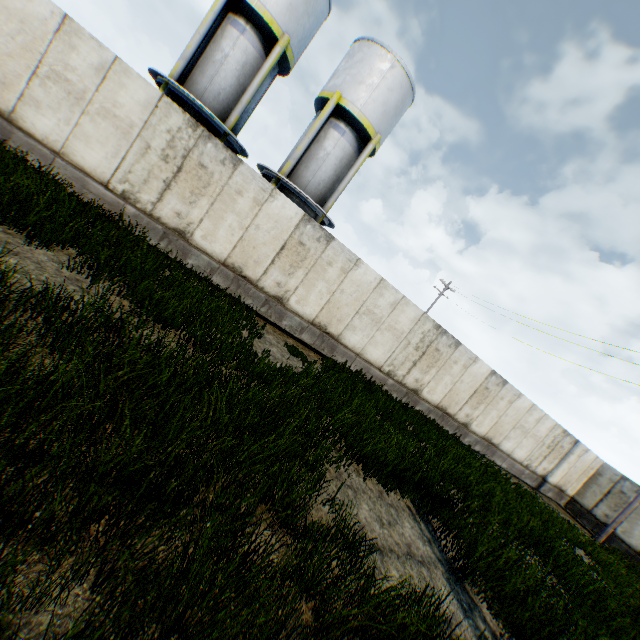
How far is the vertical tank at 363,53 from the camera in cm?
1497

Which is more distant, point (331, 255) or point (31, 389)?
point (331, 255)

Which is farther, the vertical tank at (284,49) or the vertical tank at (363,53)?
the vertical tank at (363,53)

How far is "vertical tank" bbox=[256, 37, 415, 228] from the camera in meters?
15.0 m

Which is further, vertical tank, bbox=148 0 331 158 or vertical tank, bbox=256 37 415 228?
vertical tank, bbox=256 37 415 228
